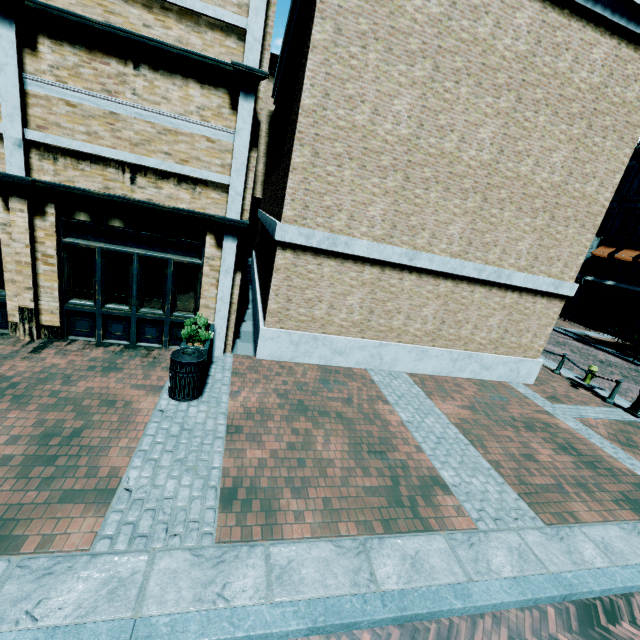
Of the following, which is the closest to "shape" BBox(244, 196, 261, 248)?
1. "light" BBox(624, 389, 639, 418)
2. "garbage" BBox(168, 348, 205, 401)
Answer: "garbage" BBox(168, 348, 205, 401)

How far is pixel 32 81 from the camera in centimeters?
578cm

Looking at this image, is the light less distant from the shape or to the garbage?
the garbage

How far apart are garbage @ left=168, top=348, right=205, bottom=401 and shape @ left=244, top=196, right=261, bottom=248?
22.7 meters

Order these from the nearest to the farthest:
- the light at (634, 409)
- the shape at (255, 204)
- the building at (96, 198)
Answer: the building at (96, 198), the light at (634, 409), the shape at (255, 204)

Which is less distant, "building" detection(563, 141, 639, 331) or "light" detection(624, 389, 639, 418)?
"light" detection(624, 389, 639, 418)

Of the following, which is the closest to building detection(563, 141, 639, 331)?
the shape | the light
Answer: the shape

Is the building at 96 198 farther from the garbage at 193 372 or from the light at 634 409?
the light at 634 409
